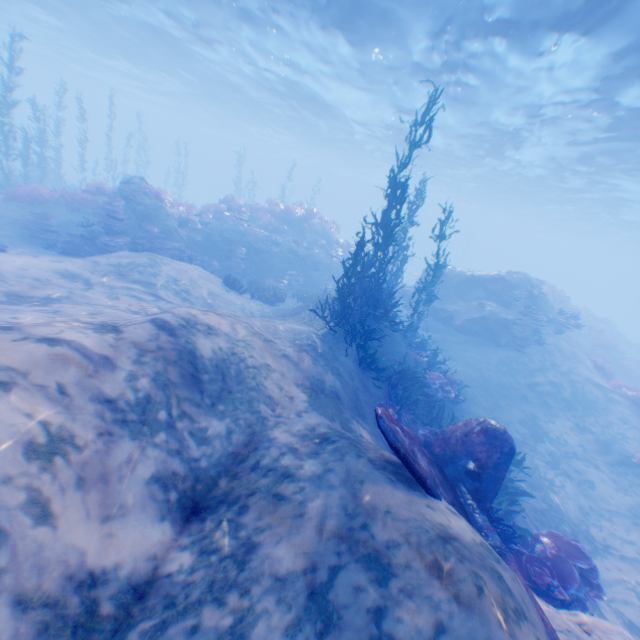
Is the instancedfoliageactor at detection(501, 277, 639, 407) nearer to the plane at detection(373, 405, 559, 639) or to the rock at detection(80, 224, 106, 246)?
the plane at detection(373, 405, 559, 639)

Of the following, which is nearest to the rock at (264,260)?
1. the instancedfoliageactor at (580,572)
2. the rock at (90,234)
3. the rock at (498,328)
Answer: the rock at (90,234)

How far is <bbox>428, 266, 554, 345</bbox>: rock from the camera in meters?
16.5

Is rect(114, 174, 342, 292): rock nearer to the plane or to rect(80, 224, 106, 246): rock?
rect(80, 224, 106, 246): rock

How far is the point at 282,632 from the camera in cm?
260

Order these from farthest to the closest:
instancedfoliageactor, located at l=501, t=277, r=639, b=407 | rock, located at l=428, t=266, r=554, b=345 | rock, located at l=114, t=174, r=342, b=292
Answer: rock, located at l=428, t=266, r=554, b=345, instancedfoliageactor, located at l=501, t=277, r=639, b=407, rock, located at l=114, t=174, r=342, b=292

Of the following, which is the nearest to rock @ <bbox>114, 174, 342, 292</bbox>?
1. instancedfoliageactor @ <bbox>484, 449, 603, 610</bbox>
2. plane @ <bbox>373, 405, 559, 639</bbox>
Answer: plane @ <bbox>373, 405, 559, 639</bbox>

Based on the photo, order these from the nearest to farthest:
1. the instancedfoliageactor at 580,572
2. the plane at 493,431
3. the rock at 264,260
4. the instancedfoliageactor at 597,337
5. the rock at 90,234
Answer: the plane at 493,431 → the instancedfoliageactor at 580,572 → the rock at 90,234 → the rock at 264,260 → the instancedfoliageactor at 597,337
